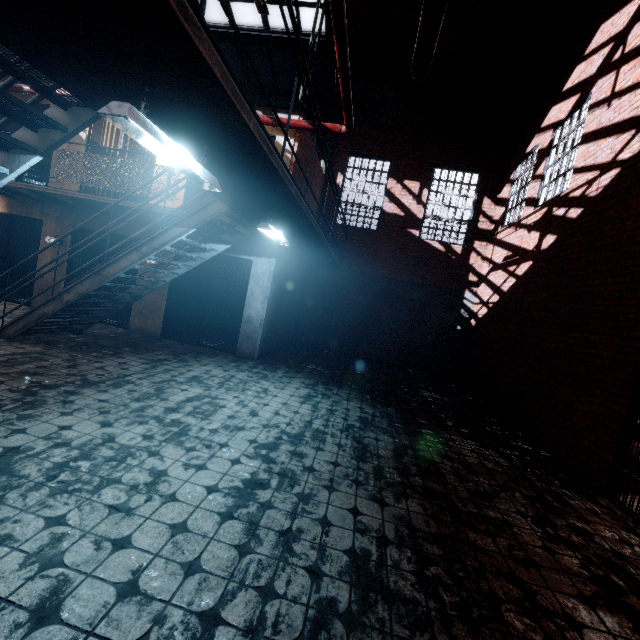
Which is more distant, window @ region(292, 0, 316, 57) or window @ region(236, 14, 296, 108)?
window @ region(236, 14, 296, 108)

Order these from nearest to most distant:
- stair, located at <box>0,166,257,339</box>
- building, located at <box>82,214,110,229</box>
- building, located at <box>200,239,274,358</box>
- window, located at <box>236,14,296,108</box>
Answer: stair, located at <box>0,166,257,339</box>
building, located at <box>200,239,274,358</box>
building, located at <box>82,214,110,229</box>
window, located at <box>236,14,296,108</box>

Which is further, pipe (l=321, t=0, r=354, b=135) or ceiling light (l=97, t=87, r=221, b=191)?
pipe (l=321, t=0, r=354, b=135)

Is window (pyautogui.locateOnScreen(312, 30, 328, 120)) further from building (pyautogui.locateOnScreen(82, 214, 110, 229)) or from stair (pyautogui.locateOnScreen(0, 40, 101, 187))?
building (pyautogui.locateOnScreen(82, 214, 110, 229))

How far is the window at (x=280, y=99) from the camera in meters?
9.1 m

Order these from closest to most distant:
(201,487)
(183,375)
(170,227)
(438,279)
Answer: (201,487) < (170,227) < (183,375) < (438,279)

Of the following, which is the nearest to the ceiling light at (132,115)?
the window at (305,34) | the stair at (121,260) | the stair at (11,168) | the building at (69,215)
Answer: the stair at (11,168)

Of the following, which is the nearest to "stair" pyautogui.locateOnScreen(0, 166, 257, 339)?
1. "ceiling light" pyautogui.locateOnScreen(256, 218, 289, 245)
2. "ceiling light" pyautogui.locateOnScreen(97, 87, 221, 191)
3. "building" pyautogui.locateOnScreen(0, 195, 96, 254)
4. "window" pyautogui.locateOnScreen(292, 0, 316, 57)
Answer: "ceiling light" pyautogui.locateOnScreen(256, 218, 289, 245)
